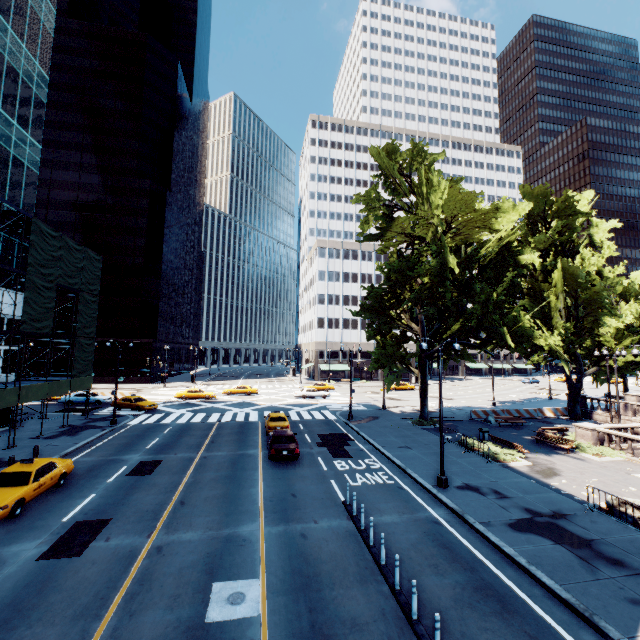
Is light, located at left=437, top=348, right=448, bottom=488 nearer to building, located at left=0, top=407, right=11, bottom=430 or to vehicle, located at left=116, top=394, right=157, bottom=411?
building, located at left=0, top=407, right=11, bottom=430

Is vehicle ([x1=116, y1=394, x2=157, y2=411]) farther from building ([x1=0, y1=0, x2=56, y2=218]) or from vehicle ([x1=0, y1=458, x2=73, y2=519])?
vehicle ([x1=0, y1=458, x2=73, y2=519])

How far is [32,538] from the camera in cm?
1138

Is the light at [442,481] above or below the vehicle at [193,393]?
below

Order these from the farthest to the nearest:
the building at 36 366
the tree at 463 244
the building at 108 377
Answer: the building at 108 377, the building at 36 366, the tree at 463 244

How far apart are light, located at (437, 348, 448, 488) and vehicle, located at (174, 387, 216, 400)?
34.04m

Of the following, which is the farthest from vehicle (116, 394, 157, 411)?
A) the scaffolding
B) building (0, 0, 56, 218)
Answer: building (0, 0, 56, 218)

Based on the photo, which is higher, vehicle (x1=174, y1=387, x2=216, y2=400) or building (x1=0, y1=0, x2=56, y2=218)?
building (x1=0, y1=0, x2=56, y2=218)
